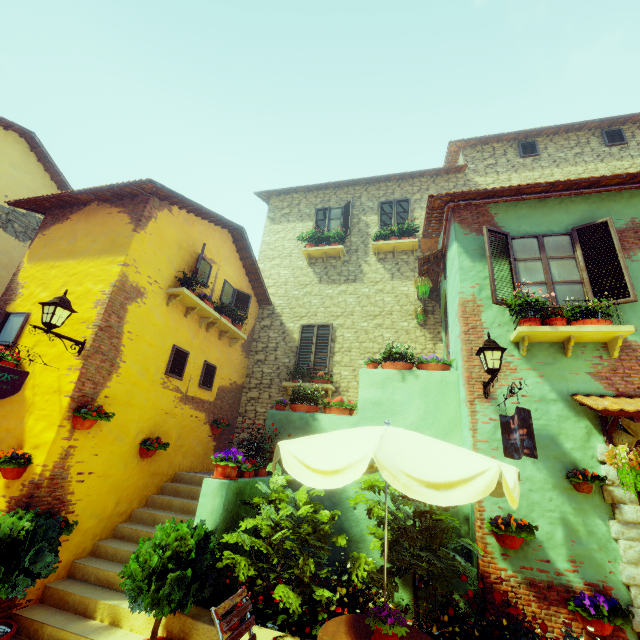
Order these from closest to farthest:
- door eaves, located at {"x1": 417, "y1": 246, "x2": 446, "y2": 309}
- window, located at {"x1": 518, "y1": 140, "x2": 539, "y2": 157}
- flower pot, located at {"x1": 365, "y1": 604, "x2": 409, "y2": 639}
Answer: flower pot, located at {"x1": 365, "y1": 604, "x2": 409, "y2": 639} < door eaves, located at {"x1": 417, "y1": 246, "x2": 446, "y2": 309} < window, located at {"x1": 518, "y1": 140, "x2": 539, "y2": 157}

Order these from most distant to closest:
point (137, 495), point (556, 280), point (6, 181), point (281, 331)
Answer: point (281, 331)
point (6, 181)
point (137, 495)
point (556, 280)

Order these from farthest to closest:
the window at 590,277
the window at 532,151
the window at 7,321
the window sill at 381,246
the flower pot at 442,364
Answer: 1. the window at 532,151
2. the window sill at 381,246
3. the flower pot at 442,364
4. the window at 7,321
5. the window at 590,277

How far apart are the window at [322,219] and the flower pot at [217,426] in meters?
7.3

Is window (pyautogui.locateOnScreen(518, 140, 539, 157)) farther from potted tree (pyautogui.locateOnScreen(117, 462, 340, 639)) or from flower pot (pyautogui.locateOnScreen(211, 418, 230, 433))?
flower pot (pyautogui.locateOnScreen(211, 418, 230, 433))

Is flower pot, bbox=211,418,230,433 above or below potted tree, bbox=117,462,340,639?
above

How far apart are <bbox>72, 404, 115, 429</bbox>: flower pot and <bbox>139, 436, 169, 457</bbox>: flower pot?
1.1 meters

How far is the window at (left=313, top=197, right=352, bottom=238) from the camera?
11.7 meters
